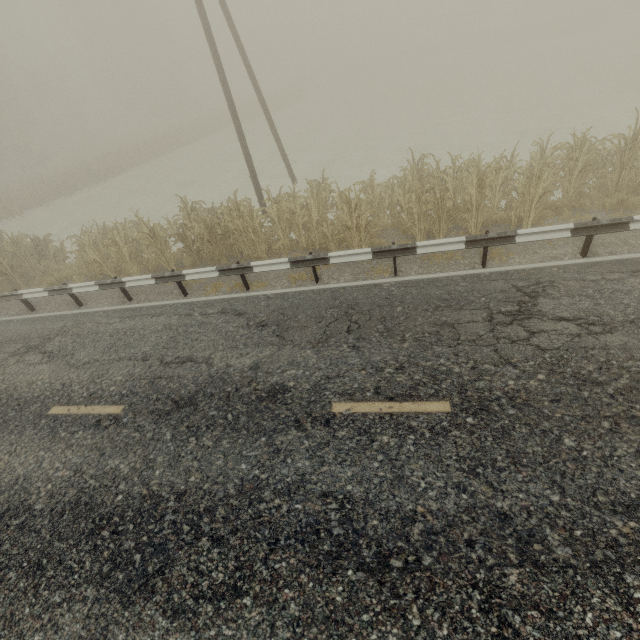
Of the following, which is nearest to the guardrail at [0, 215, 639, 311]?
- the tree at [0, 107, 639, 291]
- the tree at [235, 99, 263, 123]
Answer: the tree at [0, 107, 639, 291]

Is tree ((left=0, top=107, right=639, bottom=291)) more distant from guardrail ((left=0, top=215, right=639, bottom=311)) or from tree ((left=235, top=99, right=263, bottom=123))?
tree ((left=235, top=99, right=263, bottom=123))

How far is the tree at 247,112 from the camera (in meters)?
40.38

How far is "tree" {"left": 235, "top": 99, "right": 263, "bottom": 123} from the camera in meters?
40.4 m

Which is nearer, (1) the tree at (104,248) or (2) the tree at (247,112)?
(1) the tree at (104,248)

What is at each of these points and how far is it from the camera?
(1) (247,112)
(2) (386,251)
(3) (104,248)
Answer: (1) tree, 41.1m
(2) guardrail, 7.4m
(3) tree, 9.6m
